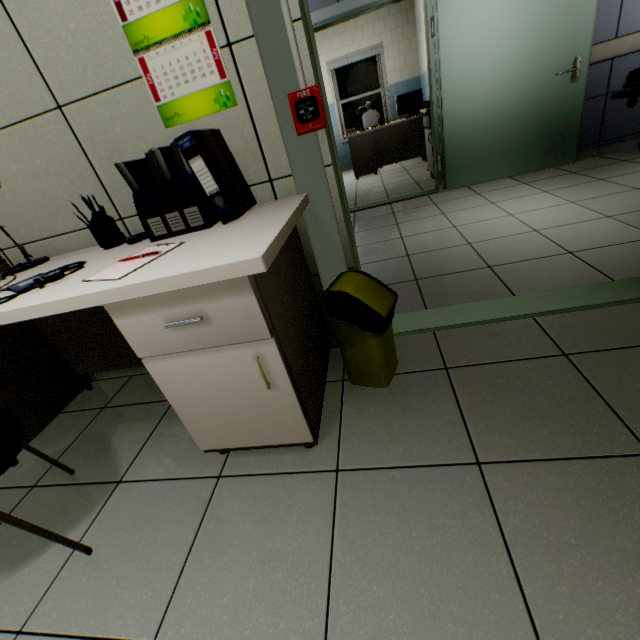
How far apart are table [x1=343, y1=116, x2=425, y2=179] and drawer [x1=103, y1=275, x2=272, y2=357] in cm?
669

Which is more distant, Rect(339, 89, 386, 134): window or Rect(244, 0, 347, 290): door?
Rect(339, 89, 386, 134): window

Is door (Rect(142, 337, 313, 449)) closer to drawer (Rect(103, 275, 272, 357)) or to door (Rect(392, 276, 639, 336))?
drawer (Rect(103, 275, 272, 357))

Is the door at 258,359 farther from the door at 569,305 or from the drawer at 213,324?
the door at 569,305

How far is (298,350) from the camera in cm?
123

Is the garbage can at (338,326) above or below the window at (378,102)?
below

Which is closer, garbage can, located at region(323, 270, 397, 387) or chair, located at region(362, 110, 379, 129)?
garbage can, located at region(323, 270, 397, 387)

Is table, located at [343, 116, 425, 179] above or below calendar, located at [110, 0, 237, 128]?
below
